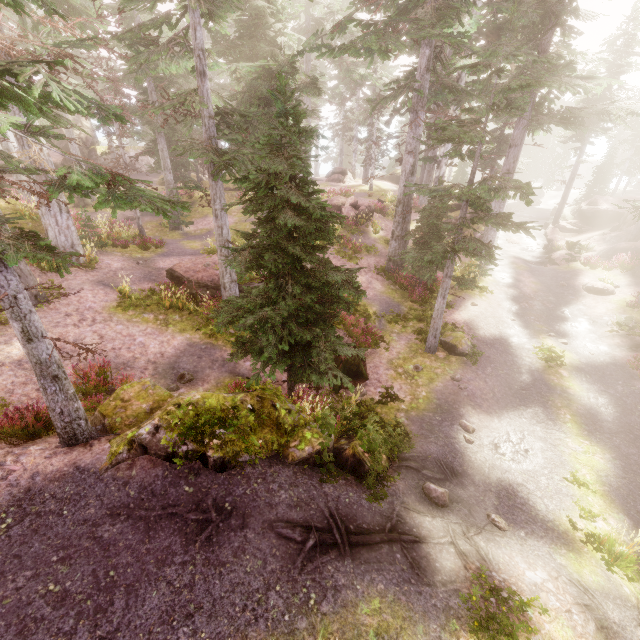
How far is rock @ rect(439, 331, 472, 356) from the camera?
13.6 meters

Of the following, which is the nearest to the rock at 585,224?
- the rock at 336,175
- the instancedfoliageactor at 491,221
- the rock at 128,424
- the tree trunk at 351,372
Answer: the instancedfoliageactor at 491,221

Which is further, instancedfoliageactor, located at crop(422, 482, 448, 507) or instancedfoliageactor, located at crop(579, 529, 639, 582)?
instancedfoliageactor, located at crop(422, 482, 448, 507)

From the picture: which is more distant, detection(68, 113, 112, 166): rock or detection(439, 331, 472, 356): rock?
detection(68, 113, 112, 166): rock

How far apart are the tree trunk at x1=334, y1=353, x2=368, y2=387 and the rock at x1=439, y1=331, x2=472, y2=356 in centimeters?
352cm

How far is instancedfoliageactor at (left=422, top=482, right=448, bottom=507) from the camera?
7.5 meters

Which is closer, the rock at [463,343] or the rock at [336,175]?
the rock at [463,343]

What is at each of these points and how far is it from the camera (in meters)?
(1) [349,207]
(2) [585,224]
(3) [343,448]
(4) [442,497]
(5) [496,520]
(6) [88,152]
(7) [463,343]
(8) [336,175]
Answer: (1) rock, 25.06
(2) rock, 31.92
(3) rock, 7.67
(4) instancedfoliageactor, 7.58
(5) instancedfoliageactor, 7.34
(6) rock, 34.09
(7) rock, 13.75
(8) rock, 36.38
